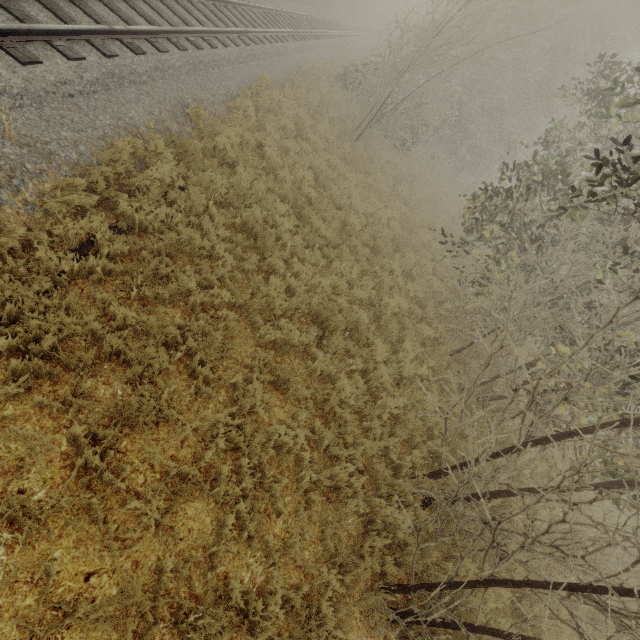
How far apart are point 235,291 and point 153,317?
1.7 meters
